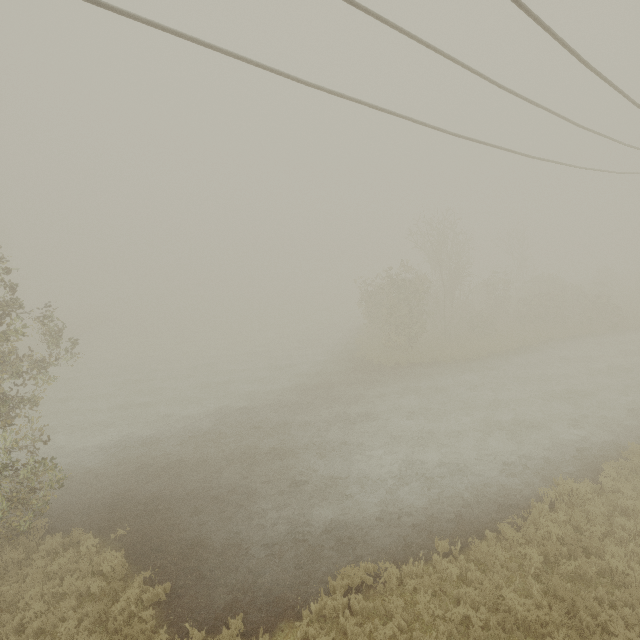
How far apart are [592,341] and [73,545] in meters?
32.6
